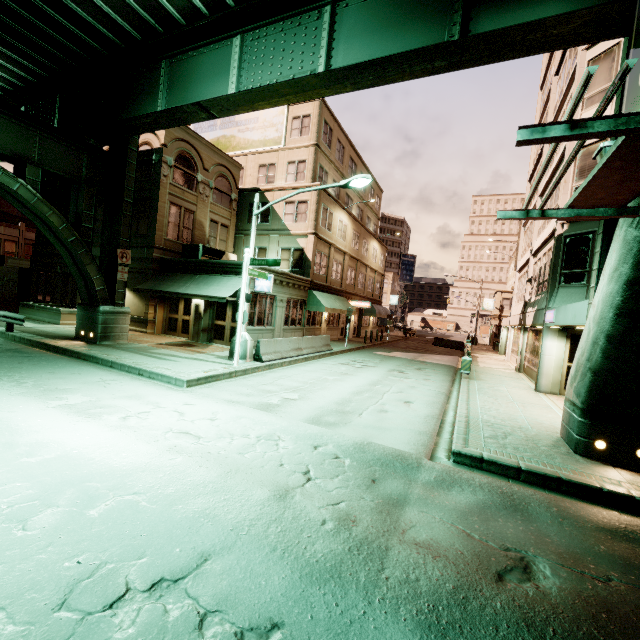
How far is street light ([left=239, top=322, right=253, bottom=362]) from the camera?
13.8 meters

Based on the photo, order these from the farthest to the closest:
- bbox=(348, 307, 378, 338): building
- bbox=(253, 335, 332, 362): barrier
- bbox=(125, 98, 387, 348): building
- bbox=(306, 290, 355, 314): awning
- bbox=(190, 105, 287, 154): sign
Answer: bbox=(348, 307, 378, 338): building → bbox=(190, 105, 287, 154): sign → bbox=(306, 290, 355, 314): awning → bbox=(125, 98, 387, 348): building → bbox=(253, 335, 332, 362): barrier

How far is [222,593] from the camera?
3.1 meters

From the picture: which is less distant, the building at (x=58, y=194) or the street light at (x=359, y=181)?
the street light at (x=359, y=181)

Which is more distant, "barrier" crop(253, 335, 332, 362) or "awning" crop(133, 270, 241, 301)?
"awning" crop(133, 270, 241, 301)

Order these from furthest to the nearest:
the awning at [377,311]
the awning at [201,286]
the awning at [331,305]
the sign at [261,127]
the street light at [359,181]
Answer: the awning at [377,311], the sign at [261,127], the awning at [331,305], the awning at [201,286], the street light at [359,181]

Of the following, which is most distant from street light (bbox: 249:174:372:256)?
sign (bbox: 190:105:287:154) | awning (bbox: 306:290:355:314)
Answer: sign (bbox: 190:105:287:154)

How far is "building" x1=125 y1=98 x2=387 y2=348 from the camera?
19.5 meters
